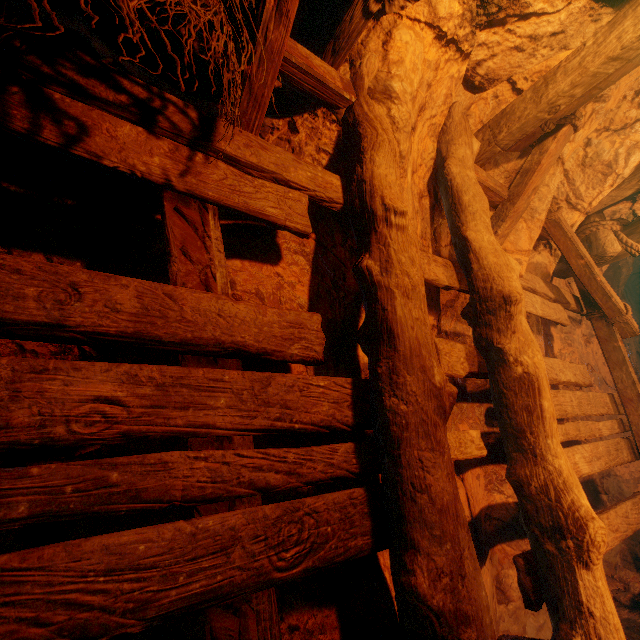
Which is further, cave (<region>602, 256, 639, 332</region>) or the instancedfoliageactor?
cave (<region>602, 256, 639, 332</region>)

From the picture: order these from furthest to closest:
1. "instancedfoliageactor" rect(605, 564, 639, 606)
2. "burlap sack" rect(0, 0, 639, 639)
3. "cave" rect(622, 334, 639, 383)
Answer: "cave" rect(622, 334, 639, 383), "instancedfoliageactor" rect(605, 564, 639, 606), "burlap sack" rect(0, 0, 639, 639)

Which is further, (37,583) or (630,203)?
(630,203)

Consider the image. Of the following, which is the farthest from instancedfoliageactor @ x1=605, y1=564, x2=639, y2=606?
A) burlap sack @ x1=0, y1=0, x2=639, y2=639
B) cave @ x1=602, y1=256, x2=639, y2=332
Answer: cave @ x1=602, y1=256, x2=639, y2=332

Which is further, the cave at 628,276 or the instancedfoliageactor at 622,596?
the cave at 628,276

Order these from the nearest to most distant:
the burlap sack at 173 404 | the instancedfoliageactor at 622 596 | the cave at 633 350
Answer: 1. the burlap sack at 173 404
2. the instancedfoliageactor at 622 596
3. the cave at 633 350
